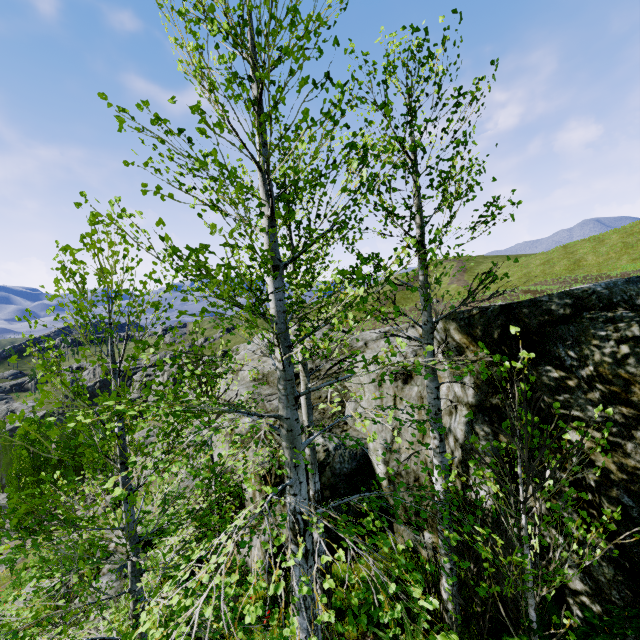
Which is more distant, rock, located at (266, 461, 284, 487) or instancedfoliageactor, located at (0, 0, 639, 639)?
rock, located at (266, 461, 284, 487)

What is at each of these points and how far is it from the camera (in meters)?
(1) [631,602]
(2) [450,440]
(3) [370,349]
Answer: (1) rock, 4.28
(2) rock, 6.57
(3) rock, 10.74

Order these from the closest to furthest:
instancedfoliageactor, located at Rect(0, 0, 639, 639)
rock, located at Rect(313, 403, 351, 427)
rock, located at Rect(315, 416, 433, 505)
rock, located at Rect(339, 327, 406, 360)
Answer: instancedfoliageactor, located at Rect(0, 0, 639, 639) < rock, located at Rect(315, 416, 433, 505) < rock, located at Rect(313, 403, 351, 427) < rock, located at Rect(339, 327, 406, 360)

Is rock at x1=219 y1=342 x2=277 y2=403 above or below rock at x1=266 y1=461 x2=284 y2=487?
above

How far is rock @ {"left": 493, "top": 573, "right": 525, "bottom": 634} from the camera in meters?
5.2

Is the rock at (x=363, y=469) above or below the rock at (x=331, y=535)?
above

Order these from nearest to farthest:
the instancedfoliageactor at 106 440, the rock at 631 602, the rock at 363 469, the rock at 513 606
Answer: the instancedfoliageactor at 106 440
the rock at 631 602
the rock at 513 606
the rock at 363 469
